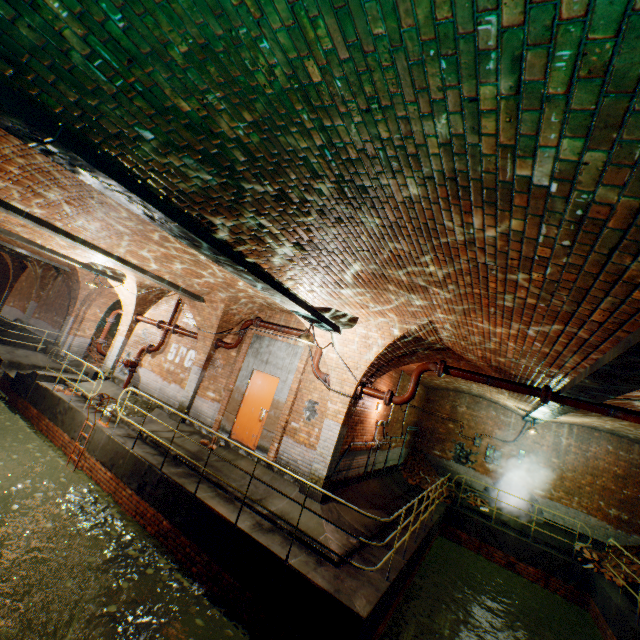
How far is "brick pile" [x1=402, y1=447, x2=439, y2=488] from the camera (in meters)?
14.50

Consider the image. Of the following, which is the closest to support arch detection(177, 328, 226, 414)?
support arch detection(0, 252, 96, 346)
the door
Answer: the door

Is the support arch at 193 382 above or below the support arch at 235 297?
below

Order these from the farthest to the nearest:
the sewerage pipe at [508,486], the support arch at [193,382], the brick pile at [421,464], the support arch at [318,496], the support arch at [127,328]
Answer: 1. the brick pile at [421,464]
2. the sewerage pipe at [508,486]
3. the support arch at [127,328]
4. the support arch at [193,382]
5. the support arch at [318,496]

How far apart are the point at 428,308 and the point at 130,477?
7.9 meters

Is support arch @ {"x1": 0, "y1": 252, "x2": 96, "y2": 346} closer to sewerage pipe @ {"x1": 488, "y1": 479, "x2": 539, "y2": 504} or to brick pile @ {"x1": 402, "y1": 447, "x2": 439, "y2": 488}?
brick pile @ {"x1": 402, "y1": 447, "x2": 439, "y2": 488}

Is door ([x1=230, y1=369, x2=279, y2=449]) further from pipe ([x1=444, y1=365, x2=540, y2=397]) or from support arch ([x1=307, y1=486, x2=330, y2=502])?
pipe ([x1=444, y1=365, x2=540, y2=397])

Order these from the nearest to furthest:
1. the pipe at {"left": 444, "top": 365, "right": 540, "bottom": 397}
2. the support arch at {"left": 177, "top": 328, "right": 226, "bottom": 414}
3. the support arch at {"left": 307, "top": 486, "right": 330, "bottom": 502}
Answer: the pipe at {"left": 444, "top": 365, "right": 540, "bottom": 397} → the support arch at {"left": 307, "top": 486, "right": 330, "bottom": 502} → the support arch at {"left": 177, "top": 328, "right": 226, "bottom": 414}
